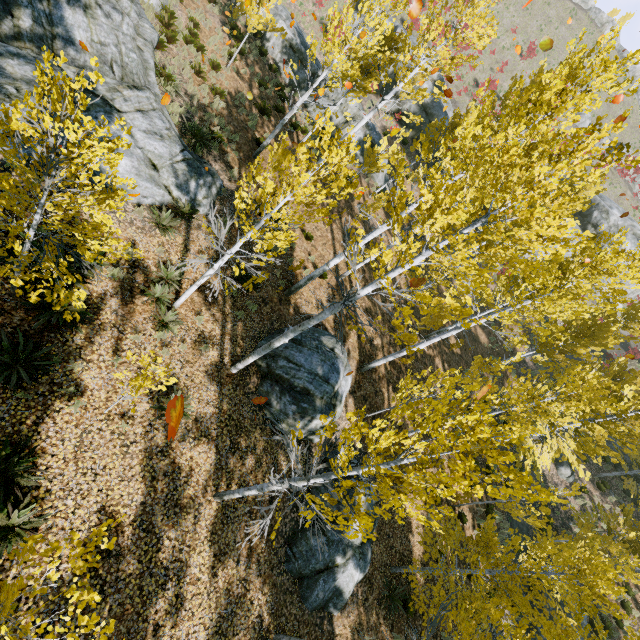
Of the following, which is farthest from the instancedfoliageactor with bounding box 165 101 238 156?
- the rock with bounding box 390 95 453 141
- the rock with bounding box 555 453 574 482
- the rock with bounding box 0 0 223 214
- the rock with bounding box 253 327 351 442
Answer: the rock with bounding box 555 453 574 482

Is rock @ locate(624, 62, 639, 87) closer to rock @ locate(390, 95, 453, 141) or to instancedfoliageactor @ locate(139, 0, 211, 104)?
instancedfoliageactor @ locate(139, 0, 211, 104)

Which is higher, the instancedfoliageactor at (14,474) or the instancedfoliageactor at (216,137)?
the instancedfoliageactor at (216,137)

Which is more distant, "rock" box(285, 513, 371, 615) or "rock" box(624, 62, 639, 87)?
"rock" box(624, 62, 639, 87)

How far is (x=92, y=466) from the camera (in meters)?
6.32

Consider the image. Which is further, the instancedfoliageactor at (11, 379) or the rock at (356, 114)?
the rock at (356, 114)

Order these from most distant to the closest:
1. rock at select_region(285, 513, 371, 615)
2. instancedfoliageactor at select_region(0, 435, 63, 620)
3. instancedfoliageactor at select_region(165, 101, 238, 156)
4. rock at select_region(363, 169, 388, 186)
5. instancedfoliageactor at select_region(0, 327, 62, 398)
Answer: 1. rock at select_region(363, 169, 388, 186)
2. instancedfoliageactor at select_region(165, 101, 238, 156)
3. rock at select_region(285, 513, 371, 615)
4. instancedfoliageactor at select_region(0, 327, 62, 398)
5. instancedfoliageactor at select_region(0, 435, 63, 620)

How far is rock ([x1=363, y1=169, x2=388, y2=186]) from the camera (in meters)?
22.39
